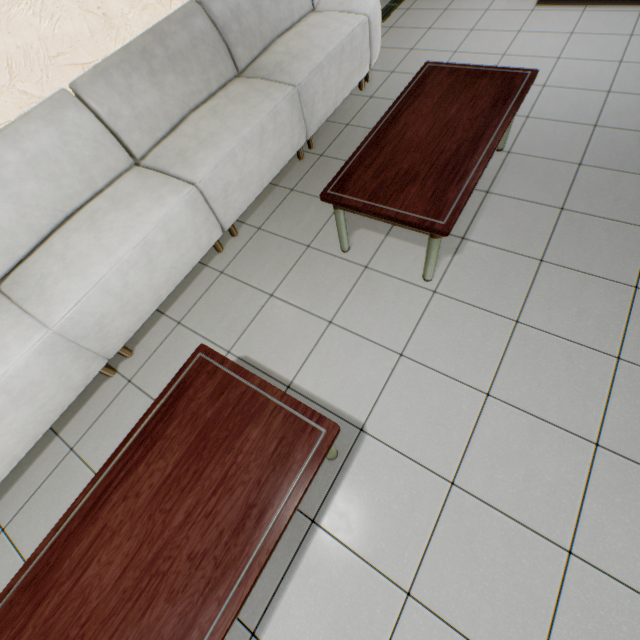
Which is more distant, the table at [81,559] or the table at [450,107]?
the table at [450,107]

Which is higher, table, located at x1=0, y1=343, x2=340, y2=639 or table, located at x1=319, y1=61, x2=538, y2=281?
table, located at x1=319, y1=61, x2=538, y2=281

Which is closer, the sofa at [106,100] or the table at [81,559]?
the table at [81,559]

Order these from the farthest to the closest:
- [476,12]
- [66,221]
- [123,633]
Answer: [476,12] < [66,221] < [123,633]

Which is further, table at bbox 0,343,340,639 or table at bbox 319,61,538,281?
table at bbox 319,61,538,281

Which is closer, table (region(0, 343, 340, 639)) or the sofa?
table (region(0, 343, 340, 639))

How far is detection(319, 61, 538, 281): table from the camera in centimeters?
177cm
